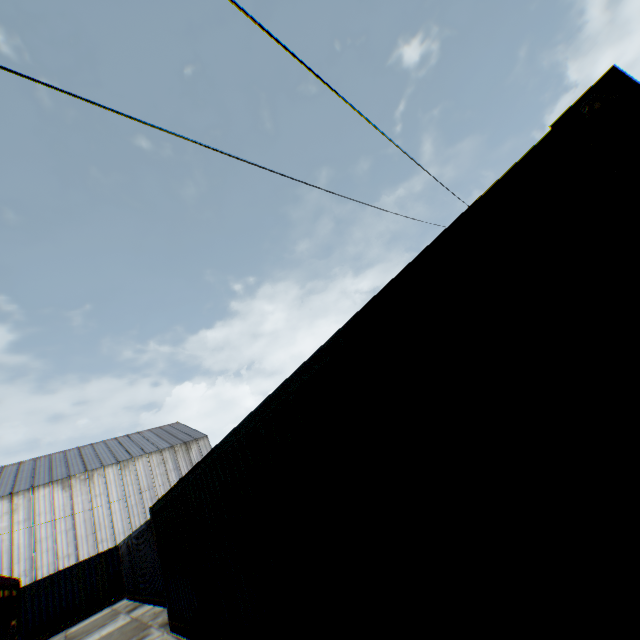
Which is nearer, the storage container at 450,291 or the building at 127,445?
the storage container at 450,291

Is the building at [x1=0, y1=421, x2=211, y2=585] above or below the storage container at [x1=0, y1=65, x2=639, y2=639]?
above

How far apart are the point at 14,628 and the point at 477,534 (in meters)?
16.28

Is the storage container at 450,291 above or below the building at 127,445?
below

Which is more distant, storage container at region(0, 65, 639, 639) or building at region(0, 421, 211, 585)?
building at region(0, 421, 211, 585)
